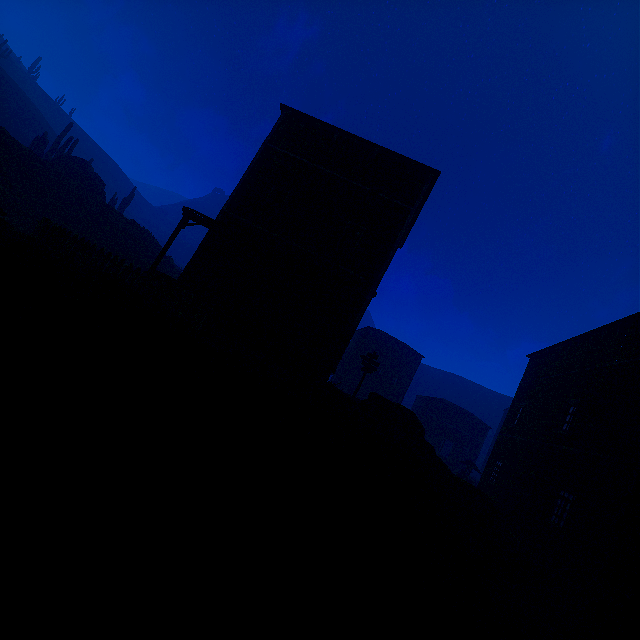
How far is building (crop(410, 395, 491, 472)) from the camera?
41.09m

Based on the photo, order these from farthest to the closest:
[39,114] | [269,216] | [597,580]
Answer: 1. [39,114]
2. [269,216]
3. [597,580]

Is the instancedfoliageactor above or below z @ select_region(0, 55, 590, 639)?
above

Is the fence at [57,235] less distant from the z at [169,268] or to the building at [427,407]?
the z at [169,268]

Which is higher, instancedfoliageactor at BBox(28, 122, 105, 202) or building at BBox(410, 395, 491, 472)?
instancedfoliageactor at BBox(28, 122, 105, 202)

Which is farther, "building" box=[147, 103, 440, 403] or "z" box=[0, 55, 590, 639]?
"building" box=[147, 103, 440, 403]

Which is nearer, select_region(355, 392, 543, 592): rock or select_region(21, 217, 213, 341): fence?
select_region(21, 217, 213, 341): fence

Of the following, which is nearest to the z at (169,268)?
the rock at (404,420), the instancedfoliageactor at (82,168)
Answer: the rock at (404,420)
